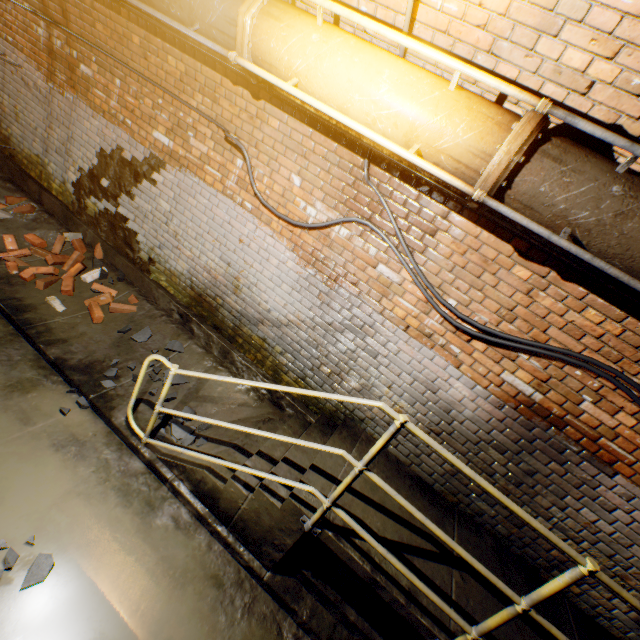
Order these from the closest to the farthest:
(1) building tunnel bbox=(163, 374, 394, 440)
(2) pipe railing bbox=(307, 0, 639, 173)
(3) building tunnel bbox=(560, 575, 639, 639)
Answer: (2) pipe railing bbox=(307, 0, 639, 173) → (3) building tunnel bbox=(560, 575, 639, 639) → (1) building tunnel bbox=(163, 374, 394, 440)

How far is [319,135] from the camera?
3.1 meters

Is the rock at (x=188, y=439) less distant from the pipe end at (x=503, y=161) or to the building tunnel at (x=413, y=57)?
the building tunnel at (x=413, y=57)

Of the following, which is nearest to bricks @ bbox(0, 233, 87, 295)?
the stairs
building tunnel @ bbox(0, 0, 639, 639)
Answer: building tunnel @ bbox(0, 0, 639, 639)

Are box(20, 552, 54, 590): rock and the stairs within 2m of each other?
yes

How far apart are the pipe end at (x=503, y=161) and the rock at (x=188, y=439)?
3.3 meters

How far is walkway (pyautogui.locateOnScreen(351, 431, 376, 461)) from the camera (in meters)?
3.40

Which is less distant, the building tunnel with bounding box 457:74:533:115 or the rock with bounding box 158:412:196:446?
the building tunnel with bounding box 457:74:533:115
